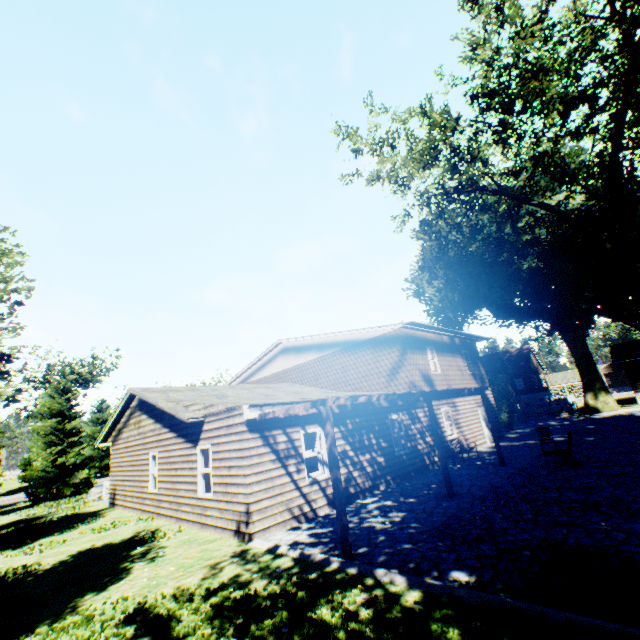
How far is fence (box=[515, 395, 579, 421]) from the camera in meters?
31.5

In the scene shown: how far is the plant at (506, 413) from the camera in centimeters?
2467cm

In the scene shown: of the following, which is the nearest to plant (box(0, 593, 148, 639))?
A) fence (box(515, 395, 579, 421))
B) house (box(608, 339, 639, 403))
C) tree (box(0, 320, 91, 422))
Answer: fence (box(515, 395, 579, 421))

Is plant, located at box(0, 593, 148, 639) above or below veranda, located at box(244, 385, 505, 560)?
below

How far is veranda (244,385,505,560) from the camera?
6.7 meters

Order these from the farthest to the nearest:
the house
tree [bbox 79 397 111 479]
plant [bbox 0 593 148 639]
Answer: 1. tree [bbox 79 397 111 479]
2. the house
3. plant [bbox 0 593 148 639]

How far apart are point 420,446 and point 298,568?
10.0 meters

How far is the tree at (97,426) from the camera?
43.06m
